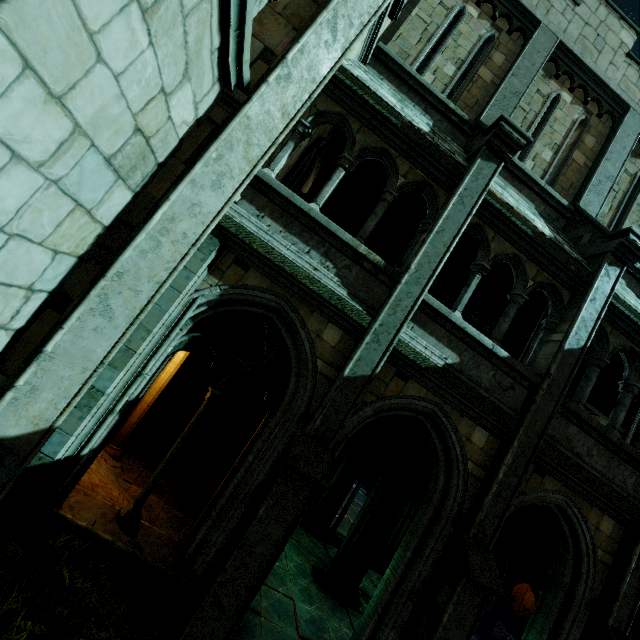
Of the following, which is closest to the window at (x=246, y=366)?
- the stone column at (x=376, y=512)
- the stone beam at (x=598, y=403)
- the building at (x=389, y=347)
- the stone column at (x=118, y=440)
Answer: the building at (x=389, y=347)

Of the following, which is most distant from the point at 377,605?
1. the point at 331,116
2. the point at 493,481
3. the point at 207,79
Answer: the point at 331,116

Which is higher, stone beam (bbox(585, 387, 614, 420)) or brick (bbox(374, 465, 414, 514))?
stone beam (bbox(585, 387, 614, 420))

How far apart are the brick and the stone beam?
9.1m

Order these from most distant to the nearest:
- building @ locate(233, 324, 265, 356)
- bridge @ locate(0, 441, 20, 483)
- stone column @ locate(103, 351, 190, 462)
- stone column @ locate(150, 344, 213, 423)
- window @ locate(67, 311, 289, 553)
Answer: building @ locate(233, 324, 265, 356)
stone column @ locate(150, 344, 213, 423)
stone column @ locate(103, 351, 190, 462)
window @ locate(67, 311, 289, 553)
bridge @ locate(0, 441, 20, 483)

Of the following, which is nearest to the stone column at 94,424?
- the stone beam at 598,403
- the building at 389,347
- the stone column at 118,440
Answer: the building at 389,347

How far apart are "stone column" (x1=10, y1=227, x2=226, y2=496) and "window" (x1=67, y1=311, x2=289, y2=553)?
0.06m

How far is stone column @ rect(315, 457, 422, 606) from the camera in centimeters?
764cm
